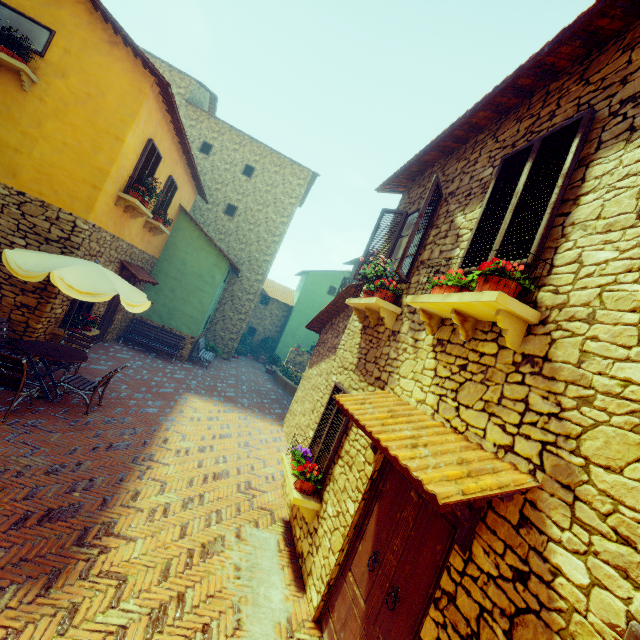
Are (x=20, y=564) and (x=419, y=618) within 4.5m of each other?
yes

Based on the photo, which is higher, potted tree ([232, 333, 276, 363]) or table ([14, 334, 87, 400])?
potted tree ([232, 333, 276, 363])

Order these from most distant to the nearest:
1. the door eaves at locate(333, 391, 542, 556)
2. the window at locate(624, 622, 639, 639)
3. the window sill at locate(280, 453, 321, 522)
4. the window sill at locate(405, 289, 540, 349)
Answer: the window sill at locate(280, 453, 321, 522), the window sill at locate(405, 289, 540, 349), the door eaves at locate(333, 391, 542, 556), the window at locate(624, 622, 639, 639)

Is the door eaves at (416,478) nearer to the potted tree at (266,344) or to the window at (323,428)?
the window at (323,428)

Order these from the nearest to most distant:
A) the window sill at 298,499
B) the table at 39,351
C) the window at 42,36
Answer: the window sill at 298,499 < the table at 39,351 < the window at 42,36

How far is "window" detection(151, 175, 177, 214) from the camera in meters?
10.9

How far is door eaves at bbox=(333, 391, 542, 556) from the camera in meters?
2.2 m

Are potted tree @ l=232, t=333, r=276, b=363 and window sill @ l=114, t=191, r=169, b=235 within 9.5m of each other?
no
